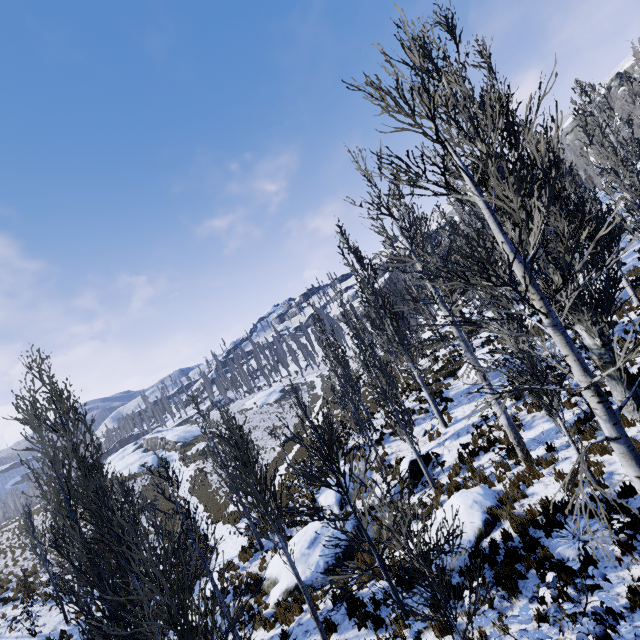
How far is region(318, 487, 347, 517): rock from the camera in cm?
1561

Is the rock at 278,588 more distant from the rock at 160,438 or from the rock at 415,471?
the rock at 160,438

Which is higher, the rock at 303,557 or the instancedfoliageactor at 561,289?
the instancedfoliageactor at 561,289

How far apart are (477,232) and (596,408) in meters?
2.2 m

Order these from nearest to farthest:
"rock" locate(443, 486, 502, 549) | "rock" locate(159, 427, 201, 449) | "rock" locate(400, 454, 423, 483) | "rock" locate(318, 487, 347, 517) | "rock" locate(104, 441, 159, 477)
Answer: "rock" locate(443, 486, 502, 549) < "rock" locate(400, 454, 423, 483) < "rock" locate(318, 487, 347, 517) < "rock" locate(104, 441, 159, 477) < "rock" locate(159, 427, 201, 449)

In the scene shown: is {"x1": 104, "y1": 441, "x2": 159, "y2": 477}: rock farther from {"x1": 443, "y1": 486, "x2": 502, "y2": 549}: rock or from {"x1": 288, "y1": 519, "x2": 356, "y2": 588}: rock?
{"x1": 443, "y1": 486, "x2": 502, "y2": 549}: rock

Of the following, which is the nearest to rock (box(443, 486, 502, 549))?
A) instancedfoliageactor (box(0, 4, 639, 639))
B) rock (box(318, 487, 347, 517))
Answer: instancedfoliageactor (box(0, 4, 639, 639))

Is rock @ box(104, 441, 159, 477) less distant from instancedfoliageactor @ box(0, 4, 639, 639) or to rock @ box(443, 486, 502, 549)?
instancedfoliageactor @ box(0, 4, 639, 639)
